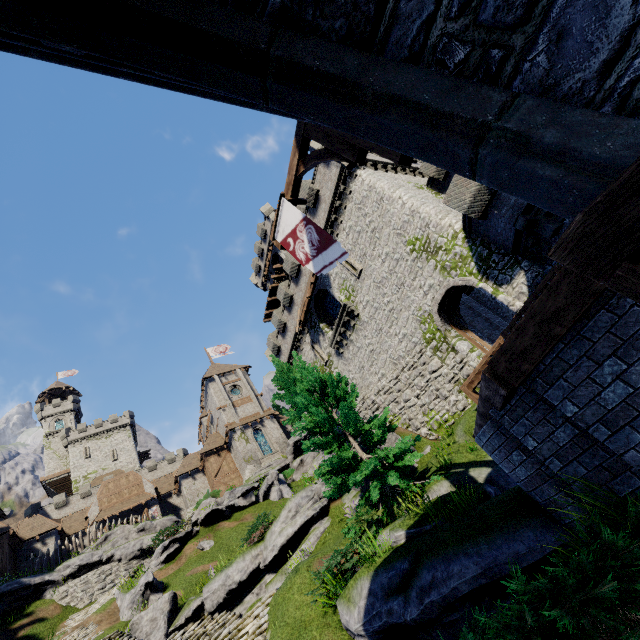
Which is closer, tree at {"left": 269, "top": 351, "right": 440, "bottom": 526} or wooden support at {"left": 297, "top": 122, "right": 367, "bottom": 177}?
wooden support at {"left": 297, "top": 122, "right": 367, "bottom": 177}

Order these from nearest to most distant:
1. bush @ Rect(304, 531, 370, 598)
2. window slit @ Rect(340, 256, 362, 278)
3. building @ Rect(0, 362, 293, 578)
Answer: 1. bush @ Rect(304, 531, 370, 598)
2. window slit @ Rect(340, 256, 362, 278)
3. building @ Rect(0, 362, 293, 578)

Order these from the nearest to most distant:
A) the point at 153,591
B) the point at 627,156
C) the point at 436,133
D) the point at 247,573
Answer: the point at 627,156 < the point at 436,133 < the point at 247,573 < the point at 153,591

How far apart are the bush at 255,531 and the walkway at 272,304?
25.8m

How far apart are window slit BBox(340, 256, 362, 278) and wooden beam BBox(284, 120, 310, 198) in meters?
12.5 m

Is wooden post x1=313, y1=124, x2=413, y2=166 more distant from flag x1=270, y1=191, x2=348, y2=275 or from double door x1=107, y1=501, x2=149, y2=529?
double door x1=107, y1=501, x2=149, y2=529

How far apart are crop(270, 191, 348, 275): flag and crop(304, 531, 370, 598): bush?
7.9m

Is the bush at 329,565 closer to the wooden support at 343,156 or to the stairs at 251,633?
the stairs at 251,633
